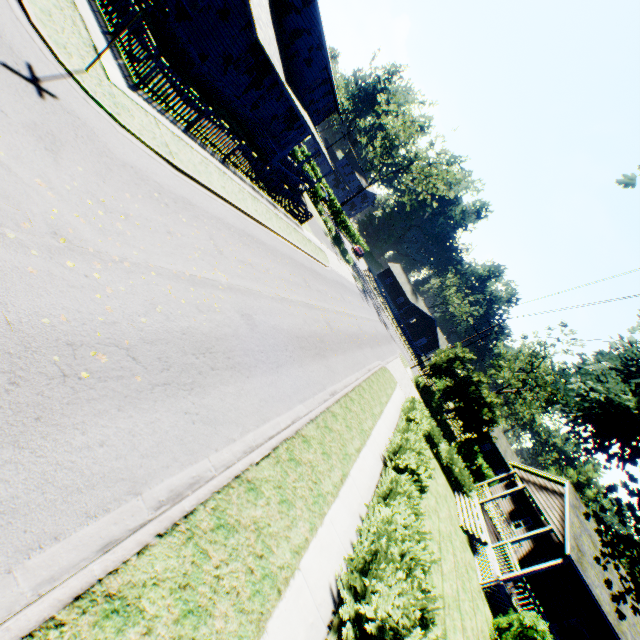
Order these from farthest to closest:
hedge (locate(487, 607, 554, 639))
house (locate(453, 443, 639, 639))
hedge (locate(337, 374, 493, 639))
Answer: house (locate(453, 443, 639, 639))
hedge (locate(487, 607, 554, 639))
hedge (locate(337, 374, 493, 639))

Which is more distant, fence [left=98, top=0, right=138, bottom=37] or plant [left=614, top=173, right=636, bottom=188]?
fence [left=98, top=0, right=138, bottom=37]

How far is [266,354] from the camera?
9.12m

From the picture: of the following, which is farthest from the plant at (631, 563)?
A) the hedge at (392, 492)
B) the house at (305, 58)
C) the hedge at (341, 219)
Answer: the hedge at (341, 219)

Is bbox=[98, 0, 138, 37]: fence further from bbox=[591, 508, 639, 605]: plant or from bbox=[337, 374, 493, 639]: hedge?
Answer: bbox=[337, 374, 493, 639]: hedge

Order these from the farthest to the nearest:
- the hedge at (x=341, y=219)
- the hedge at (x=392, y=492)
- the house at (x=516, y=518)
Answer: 1. the hedge at (x=341, y=219)
2. the house at (x=516, y=518)
3. the hedge at (x=392, y=492)

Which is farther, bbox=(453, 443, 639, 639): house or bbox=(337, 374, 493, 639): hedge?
bbox=(453, 443, 639, 639): house
